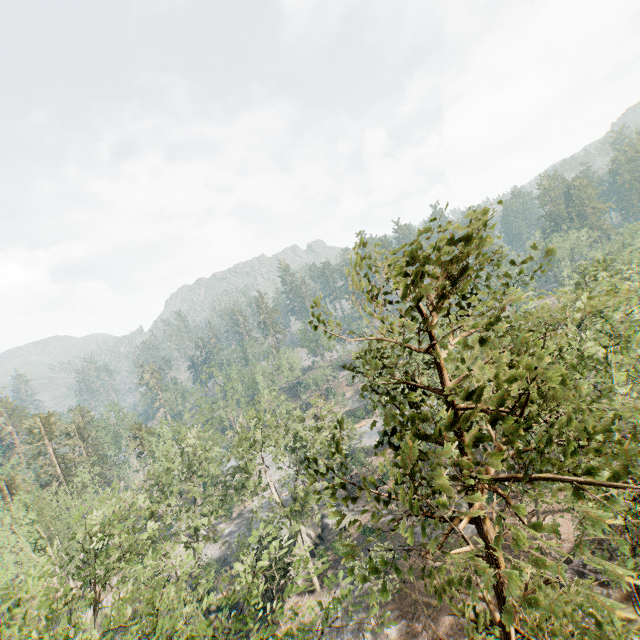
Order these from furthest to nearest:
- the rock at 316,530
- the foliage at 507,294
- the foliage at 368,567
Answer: the rock at 316,530, the foliage at 368,567, the foliage at 507,294

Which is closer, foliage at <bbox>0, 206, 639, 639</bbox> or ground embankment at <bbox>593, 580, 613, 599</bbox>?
foliage at <bbox>0, 206, 639, 639</bbox>

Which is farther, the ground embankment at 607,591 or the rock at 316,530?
the rock at 316,530

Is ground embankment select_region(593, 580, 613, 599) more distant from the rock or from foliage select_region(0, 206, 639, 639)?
the rock

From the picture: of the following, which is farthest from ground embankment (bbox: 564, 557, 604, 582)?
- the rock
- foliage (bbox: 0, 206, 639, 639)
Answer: the rock

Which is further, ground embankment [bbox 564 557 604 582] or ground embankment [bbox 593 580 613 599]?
ground embankment [bbox 564 557 604 582]

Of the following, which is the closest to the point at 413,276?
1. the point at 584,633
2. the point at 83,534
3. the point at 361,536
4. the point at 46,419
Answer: the point at 584,633
